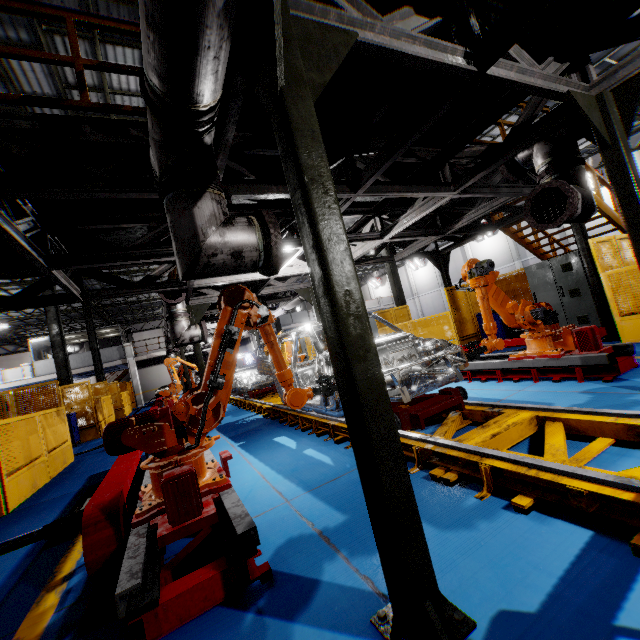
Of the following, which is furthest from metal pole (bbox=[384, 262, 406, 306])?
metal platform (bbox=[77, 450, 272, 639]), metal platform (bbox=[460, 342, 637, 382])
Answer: metal platform (bbox=[77, 450, 272, 639])

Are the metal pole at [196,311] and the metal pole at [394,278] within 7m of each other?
no

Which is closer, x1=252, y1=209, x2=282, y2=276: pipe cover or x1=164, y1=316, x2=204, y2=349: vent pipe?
x1=252, y1=209, x2=282, y2=276: pipe cover

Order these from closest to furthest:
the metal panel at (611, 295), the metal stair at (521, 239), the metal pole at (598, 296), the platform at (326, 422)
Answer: the platform at (326, 422) → the metal panel at (611, 295) → the metal pole at (598, 296) → the metal stair at (521, 239)

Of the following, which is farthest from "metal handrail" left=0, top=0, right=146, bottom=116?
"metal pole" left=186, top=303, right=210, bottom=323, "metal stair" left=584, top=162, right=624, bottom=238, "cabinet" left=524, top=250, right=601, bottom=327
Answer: "metal pole" left=186, top=303, right=210, bottom=323

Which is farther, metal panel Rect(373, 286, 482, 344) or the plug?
metal panel Rect(373, 286, 482, 344)

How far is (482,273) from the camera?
4.8m

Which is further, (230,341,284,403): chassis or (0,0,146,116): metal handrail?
(230,341,284,403): chassis
